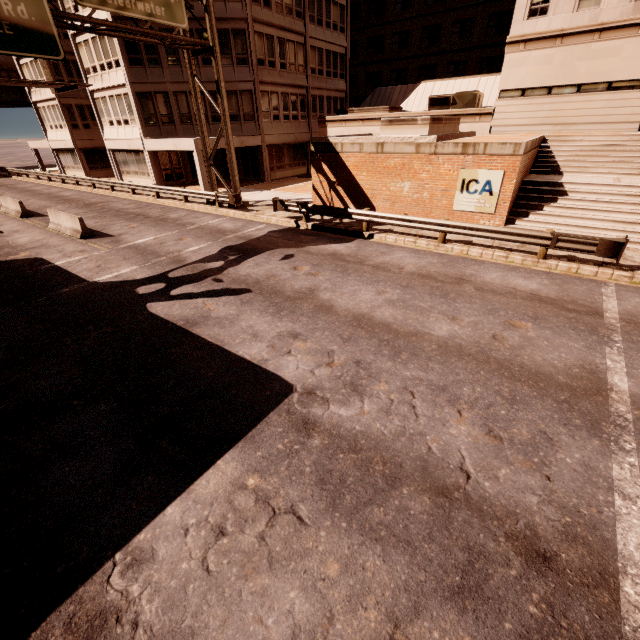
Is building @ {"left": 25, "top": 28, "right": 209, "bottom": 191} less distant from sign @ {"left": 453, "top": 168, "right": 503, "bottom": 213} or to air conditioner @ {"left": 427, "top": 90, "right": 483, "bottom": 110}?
air conditioner @ {"left": 427, "top": 90, "right": 483, "bottom": 110}

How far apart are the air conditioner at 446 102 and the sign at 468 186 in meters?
12.7

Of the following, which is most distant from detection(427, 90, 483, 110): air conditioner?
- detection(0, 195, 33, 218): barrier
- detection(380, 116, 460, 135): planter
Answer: detection(0, 195, 33, 218): barrier

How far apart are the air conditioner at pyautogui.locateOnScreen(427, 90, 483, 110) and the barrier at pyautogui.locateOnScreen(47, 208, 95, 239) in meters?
23.8 m

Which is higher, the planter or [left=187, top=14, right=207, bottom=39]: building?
[left=187, top=14, right=207, bottom=39]: building

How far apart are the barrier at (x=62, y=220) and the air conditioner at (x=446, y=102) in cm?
2378

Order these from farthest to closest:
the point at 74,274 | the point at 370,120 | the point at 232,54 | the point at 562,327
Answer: the point at 370,120 < the point at 232,54 < the point at 74,274 < the point at 562,327
